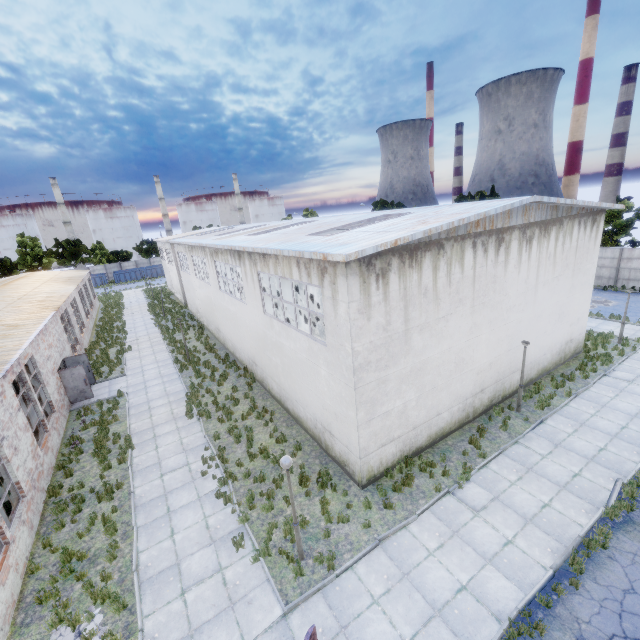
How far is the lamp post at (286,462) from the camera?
7.9 meters

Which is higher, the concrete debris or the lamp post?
the lamp post

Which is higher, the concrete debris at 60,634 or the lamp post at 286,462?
the lamp post at 286,462

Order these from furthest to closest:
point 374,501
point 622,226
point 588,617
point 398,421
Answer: point 622,226 → point 398,421 → point 374,501 → point 588,617

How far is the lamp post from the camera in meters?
7.9 m
